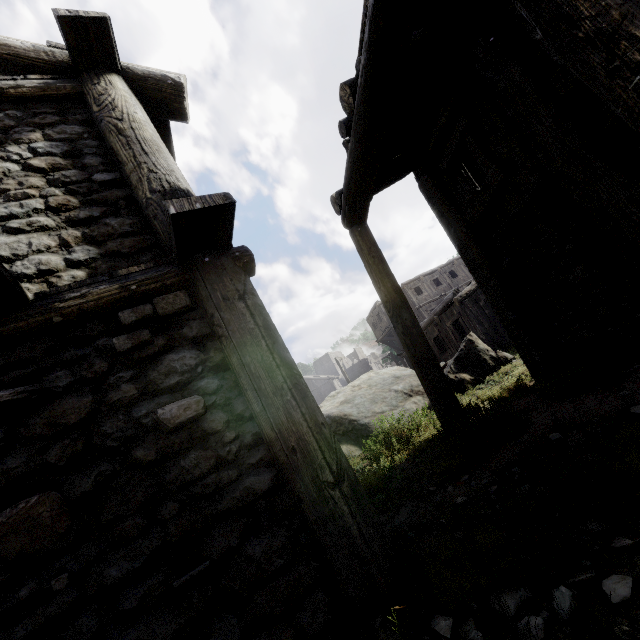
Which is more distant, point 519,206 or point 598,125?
point 519,206

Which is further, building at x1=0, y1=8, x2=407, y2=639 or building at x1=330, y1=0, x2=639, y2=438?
building at x1=330, y1=0, x2=639, y2=438

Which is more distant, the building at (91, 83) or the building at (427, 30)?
the building at (427, 30)
